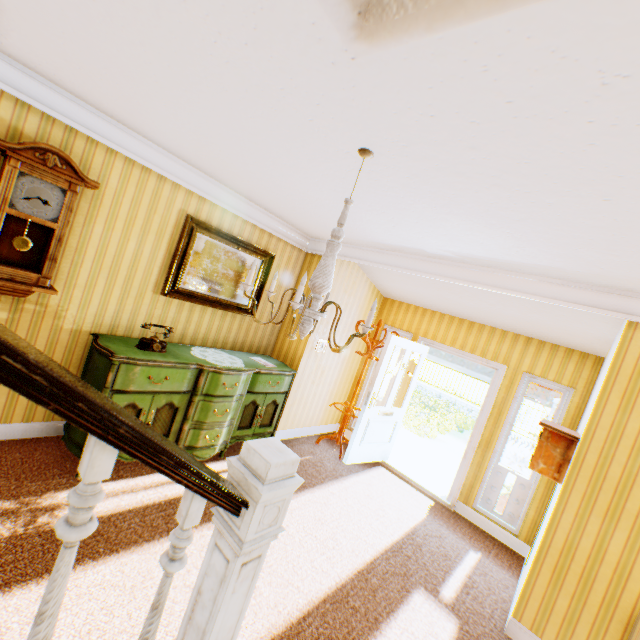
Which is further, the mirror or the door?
the door

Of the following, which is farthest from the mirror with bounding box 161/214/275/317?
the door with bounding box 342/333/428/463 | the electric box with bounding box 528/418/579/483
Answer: the electric box with bounding box 528/418/579/483

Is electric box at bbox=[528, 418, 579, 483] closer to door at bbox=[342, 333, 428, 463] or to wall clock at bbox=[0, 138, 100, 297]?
door at bbox=[342, 333, 428, 463]

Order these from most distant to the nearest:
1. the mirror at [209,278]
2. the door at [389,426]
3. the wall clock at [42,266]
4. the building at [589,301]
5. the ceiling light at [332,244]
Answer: the door at [389,426]
the mirror at [209,278]
the wall clock at [42,266]
the ceiling light at [332,244]
the building at [589,301]

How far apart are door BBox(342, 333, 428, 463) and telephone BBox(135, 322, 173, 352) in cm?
290

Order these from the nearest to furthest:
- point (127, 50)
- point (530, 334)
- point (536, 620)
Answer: point (127, 50) < point (536, 620) < point (530, 334)

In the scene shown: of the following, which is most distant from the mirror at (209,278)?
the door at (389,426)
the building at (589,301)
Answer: the door at (389,426)

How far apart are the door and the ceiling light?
2.6m
